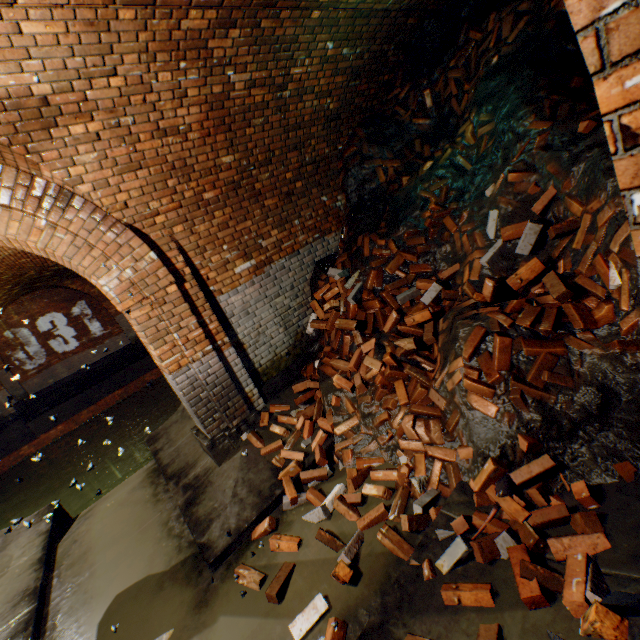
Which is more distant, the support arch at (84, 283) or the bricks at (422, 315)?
the support arch at (84, 283)

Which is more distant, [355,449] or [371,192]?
[371,192]

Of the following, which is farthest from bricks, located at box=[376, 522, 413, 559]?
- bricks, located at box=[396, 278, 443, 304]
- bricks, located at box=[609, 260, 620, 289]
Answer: bricks, located at box=[609, 260, 620, 289]

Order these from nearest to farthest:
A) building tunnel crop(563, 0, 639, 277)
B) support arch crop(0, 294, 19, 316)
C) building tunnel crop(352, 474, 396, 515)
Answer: building tunnel crop(563, 0, 639, 277)
building tunnel crop(352, 474, 396, 515)
support arch crop(0, 294, 19, 316)

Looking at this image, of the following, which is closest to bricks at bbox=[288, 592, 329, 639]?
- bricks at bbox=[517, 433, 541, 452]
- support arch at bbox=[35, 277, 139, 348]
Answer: bricks at bbox=[517, 433, 541, 452]

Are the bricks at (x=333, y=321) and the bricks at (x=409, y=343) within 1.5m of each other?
yes

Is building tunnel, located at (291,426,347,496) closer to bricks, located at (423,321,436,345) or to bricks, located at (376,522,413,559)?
bricks, located at (376,522,413,559)

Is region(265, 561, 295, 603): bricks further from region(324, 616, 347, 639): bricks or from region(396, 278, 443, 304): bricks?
region(396, 278, 443, 304): bricks
